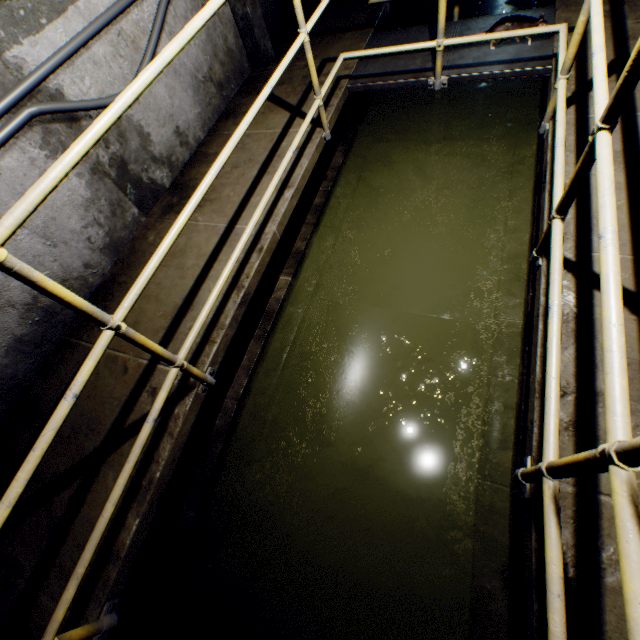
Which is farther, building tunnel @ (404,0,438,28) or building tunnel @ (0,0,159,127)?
building tunnel @ (404,0,438,28)

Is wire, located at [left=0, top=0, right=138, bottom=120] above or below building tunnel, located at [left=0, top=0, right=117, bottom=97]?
below

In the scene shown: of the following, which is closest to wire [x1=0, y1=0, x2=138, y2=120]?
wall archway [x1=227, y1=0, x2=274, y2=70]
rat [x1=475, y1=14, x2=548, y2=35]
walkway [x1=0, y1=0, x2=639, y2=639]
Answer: wall archway [x1=227, y1=0, x2=274, y2=70]

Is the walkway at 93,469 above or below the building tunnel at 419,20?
above

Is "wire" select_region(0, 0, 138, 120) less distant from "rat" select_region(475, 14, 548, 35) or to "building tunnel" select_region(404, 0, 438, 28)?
"building tunnel" select_region(404, 0, 438, 28)

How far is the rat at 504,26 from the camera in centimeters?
273cm

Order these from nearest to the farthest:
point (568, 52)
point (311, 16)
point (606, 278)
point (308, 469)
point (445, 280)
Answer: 1. point (606, 278)
2. point (568, 52)
3. point (308, 469)
4. point (445, 280)
5. point (311, 16)
